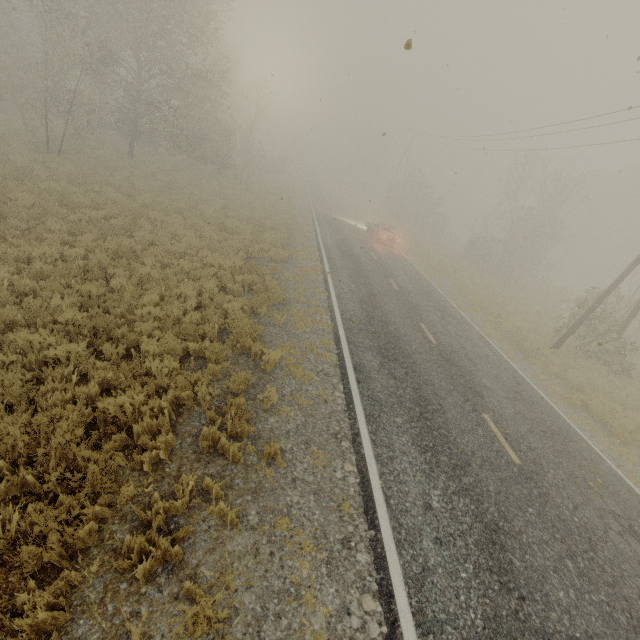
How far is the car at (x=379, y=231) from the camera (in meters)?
25.52

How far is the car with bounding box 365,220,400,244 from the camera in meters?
25.5 m

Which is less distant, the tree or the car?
the tree

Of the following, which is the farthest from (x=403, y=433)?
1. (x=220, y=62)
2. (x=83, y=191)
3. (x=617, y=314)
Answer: (x=220, y=62)

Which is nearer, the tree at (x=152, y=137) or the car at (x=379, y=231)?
the tree at (x=152, y=137)
